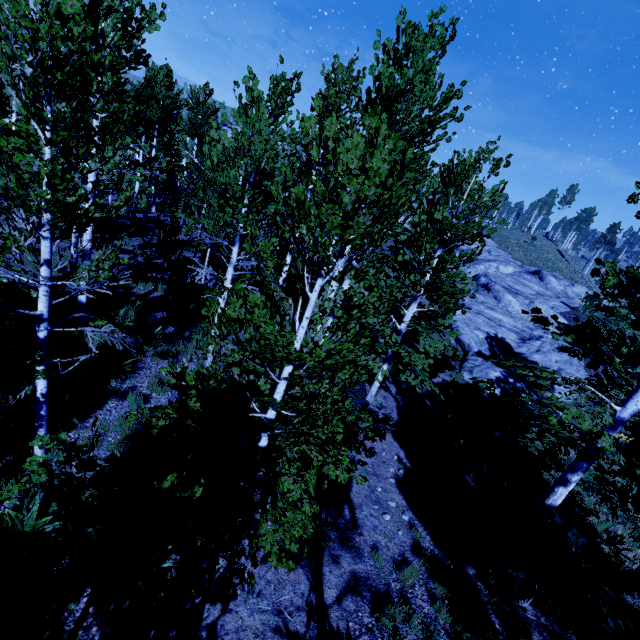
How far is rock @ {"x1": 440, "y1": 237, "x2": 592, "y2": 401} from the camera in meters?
16.2 m

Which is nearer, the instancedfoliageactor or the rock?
the instancedfoliageactor

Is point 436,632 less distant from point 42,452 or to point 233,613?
point 233,613

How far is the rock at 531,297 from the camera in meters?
16.2 m

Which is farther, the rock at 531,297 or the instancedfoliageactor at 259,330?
the rock at 531,297
